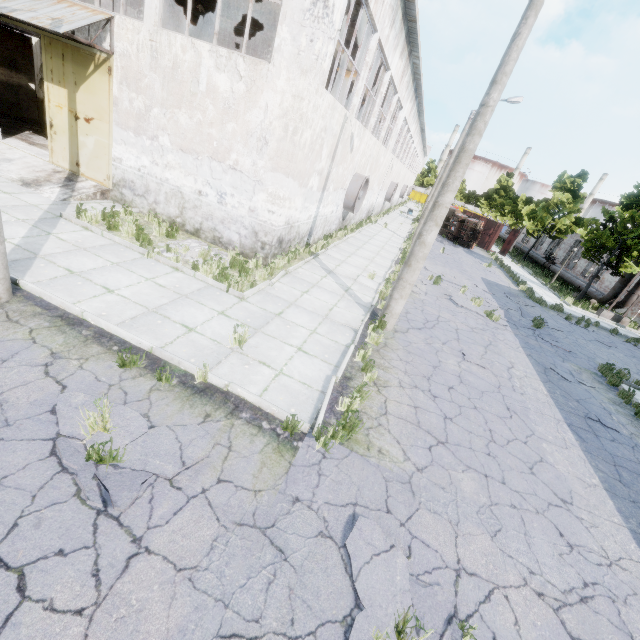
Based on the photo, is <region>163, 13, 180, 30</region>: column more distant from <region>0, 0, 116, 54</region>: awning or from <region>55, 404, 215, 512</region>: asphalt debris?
<region>55, 404, 215, 512</region>: asphalt debris

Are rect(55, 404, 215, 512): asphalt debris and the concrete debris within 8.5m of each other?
yes

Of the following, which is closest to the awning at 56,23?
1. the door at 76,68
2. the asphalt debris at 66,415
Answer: the door at 76,68

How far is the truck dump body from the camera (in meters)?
35.34

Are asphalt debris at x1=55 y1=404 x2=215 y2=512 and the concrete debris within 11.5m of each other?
yes

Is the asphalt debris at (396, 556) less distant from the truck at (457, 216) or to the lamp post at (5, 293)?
the lamp post at (5, 293)

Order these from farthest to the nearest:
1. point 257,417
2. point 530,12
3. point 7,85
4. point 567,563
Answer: point 7,85
point 530,12
point 257,417
point 567,563

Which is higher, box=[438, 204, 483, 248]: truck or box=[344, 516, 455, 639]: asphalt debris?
box=[438, 204, 483, 248]: truck
